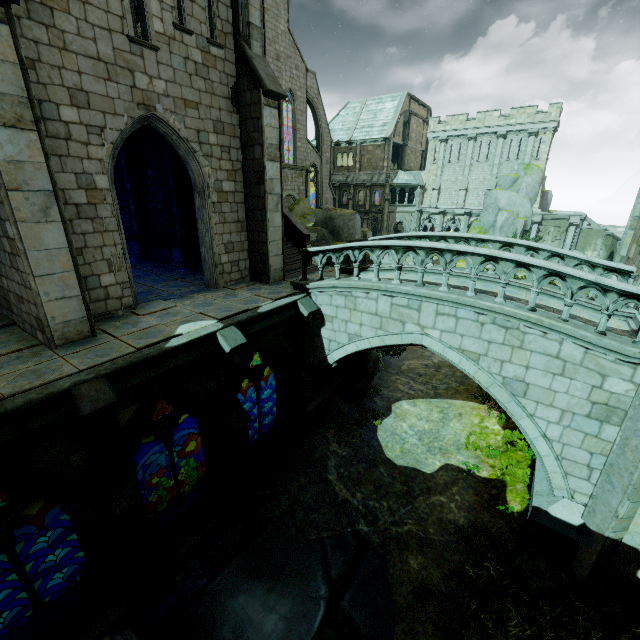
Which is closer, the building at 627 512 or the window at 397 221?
the building at 627 512

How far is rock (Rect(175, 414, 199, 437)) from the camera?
28.34m

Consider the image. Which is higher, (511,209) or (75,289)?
(511,209)

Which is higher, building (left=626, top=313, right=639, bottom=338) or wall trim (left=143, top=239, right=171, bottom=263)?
wall trim (left=143, top=239, right=171, bottom=263)

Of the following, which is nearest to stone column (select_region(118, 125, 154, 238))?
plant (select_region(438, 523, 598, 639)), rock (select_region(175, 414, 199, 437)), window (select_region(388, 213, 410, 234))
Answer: rock (select_region(175, 414, 199, 437))

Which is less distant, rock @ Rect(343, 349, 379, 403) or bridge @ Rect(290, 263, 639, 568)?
bridge @ Rect(290, 263, 639, 568)

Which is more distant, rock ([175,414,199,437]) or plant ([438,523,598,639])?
rock ([175,414,199,437])

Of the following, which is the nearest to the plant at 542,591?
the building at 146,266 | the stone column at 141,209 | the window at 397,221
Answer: the building at 146,266
